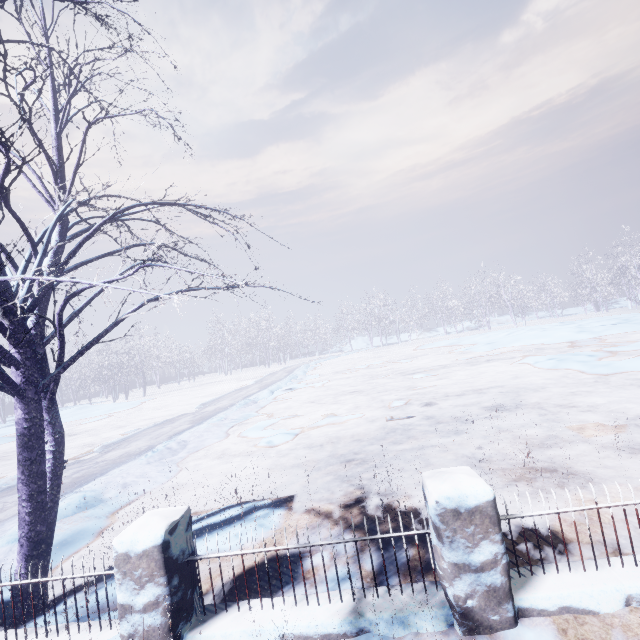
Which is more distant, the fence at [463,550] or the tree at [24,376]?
the tree at [24,376]

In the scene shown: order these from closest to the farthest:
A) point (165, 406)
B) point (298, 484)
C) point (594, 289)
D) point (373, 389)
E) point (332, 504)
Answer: point (332, 504) < point (298, 484) < point (373, 389) < point (165, 406) < point (594, 289)

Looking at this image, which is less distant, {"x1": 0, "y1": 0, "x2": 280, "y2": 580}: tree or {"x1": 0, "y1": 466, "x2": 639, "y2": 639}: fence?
{"x1": 0, "y1": 466, "x2": 639, "y2": 639}: fence
